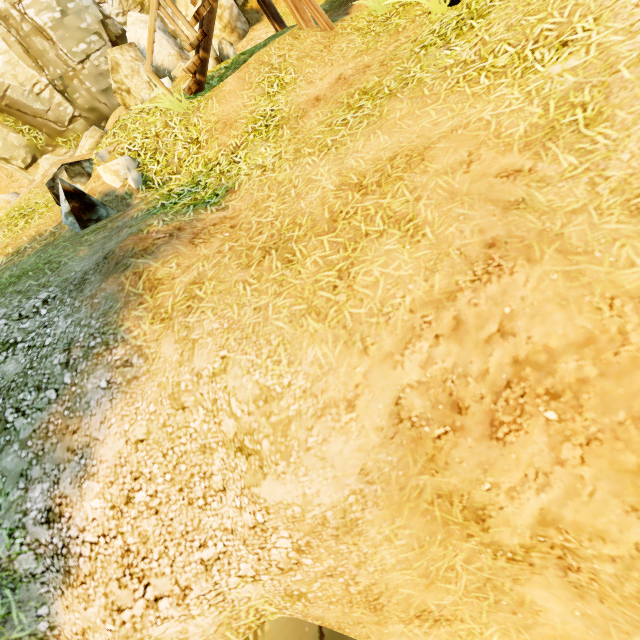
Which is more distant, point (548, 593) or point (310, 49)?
point (310, 49)

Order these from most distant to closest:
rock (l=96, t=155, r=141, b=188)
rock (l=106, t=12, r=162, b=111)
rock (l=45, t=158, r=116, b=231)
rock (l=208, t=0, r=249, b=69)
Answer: rock (l=106, t=12, r=162, b=111), rock (l=208, t=0, r=249, b=69), rock (l=96, t=155, r=141, b=188), rock (l=45, t=158, r=116, b=231)

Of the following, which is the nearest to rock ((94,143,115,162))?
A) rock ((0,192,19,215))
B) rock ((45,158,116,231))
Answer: rock ((45,158,116,231))

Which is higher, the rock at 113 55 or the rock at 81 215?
the rock at 113 55

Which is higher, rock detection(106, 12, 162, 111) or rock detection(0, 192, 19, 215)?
rock detection(0, 192, 19, 215)

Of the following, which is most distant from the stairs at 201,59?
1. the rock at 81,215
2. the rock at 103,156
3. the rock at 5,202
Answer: the rock at 5,202

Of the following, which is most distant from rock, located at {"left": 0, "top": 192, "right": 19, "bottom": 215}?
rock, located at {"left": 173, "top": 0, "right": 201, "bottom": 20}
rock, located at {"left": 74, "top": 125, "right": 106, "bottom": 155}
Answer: rock, located at {"left": 173, "top": 0, "right": 201, "bottom": 20}

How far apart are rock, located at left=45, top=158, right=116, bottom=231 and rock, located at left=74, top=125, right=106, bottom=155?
6.0m
